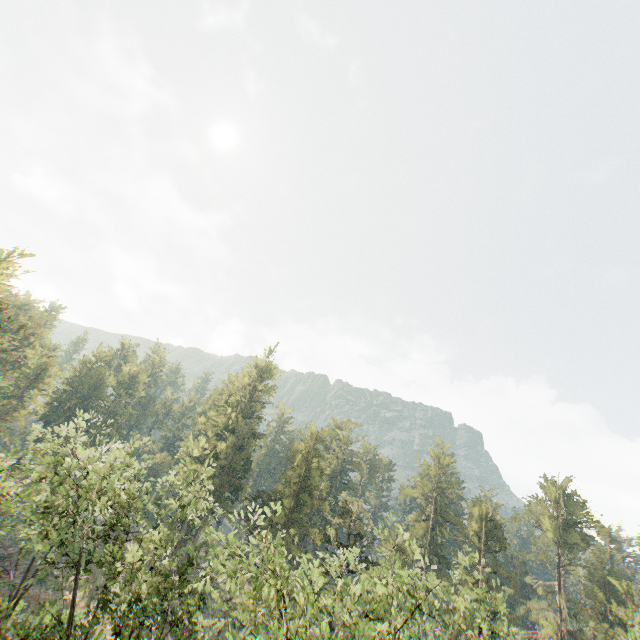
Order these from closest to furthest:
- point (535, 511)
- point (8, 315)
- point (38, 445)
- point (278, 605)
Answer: point (278, 605) → point (38, 445) → point (8, 315) → point (535, 511)
